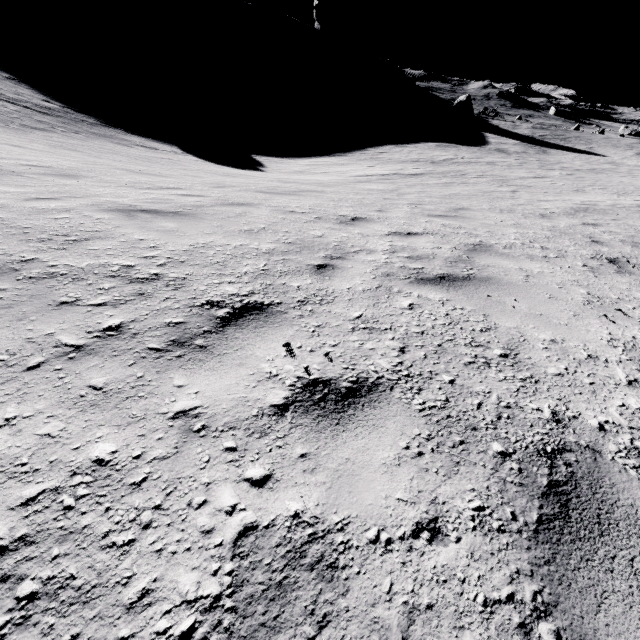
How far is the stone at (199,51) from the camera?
58.6m

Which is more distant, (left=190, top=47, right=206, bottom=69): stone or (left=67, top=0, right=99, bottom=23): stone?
(left=190, top=47, right=206, bottom=69): stone

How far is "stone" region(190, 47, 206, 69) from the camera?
58.6m

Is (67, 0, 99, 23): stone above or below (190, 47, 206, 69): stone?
above

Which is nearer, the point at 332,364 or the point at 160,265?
the point at 332,364

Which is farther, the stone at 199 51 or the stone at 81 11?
the stone at 199 51
